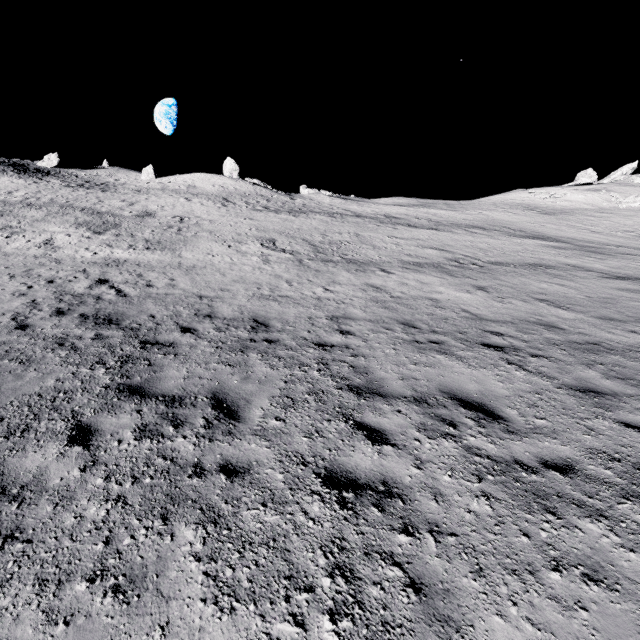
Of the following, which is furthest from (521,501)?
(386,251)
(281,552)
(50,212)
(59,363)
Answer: (50,212)

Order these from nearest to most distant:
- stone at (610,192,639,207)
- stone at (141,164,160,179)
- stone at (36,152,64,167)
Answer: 1. stone at (610,192,639,207)
2. stone at (36,152,64,167)
3. stone at (141,164,160,179)

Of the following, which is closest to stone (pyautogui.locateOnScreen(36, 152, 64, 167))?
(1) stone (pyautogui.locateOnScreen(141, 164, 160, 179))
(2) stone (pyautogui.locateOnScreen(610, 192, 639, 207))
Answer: (1) stone (pyautogui.locateOnScreen(141, 164, 160, 179))

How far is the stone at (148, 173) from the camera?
54.44m

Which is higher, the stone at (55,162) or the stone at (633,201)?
the stone at (55,162)

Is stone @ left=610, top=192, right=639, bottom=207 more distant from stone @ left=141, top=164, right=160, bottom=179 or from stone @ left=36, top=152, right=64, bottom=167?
stone @ left=36, top=152, right=64, bottom=167
